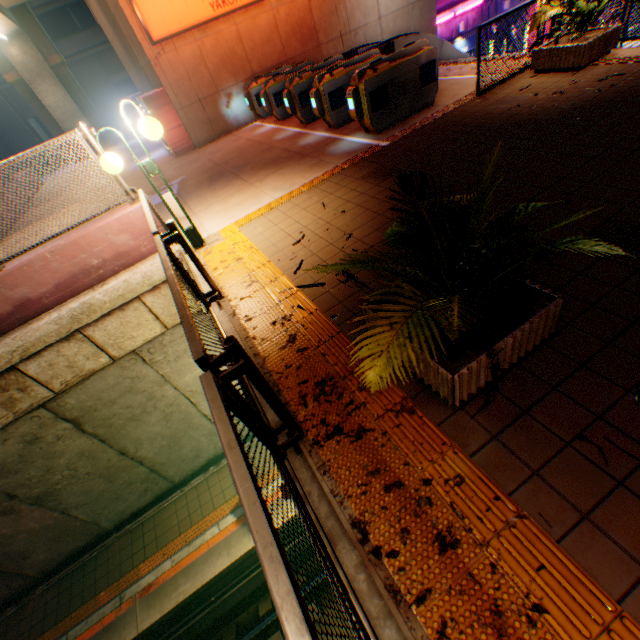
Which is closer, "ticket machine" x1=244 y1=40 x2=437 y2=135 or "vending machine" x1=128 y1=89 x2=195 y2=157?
"ticket machine" x1=244 y1=40 x2=437 y2=135

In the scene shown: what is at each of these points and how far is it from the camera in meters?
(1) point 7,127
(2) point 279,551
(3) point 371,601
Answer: (1) building, 26.3
(2) metal fence, 1.1
(3) bridge, 1.9

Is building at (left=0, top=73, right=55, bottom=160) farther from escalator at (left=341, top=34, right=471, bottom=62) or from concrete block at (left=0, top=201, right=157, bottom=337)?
escalator at (left=341, top=34, right=471, bottom=62)

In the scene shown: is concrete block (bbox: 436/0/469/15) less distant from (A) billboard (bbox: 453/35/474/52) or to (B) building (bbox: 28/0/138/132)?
(A) billboard (bbox: 453/35/474/52)

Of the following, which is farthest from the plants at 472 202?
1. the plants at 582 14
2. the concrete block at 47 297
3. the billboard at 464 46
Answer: the billboard at 464 46

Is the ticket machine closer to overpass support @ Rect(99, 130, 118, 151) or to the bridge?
the bridge

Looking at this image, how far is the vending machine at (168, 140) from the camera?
11.2 meters

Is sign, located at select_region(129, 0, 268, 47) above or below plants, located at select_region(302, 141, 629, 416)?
above
